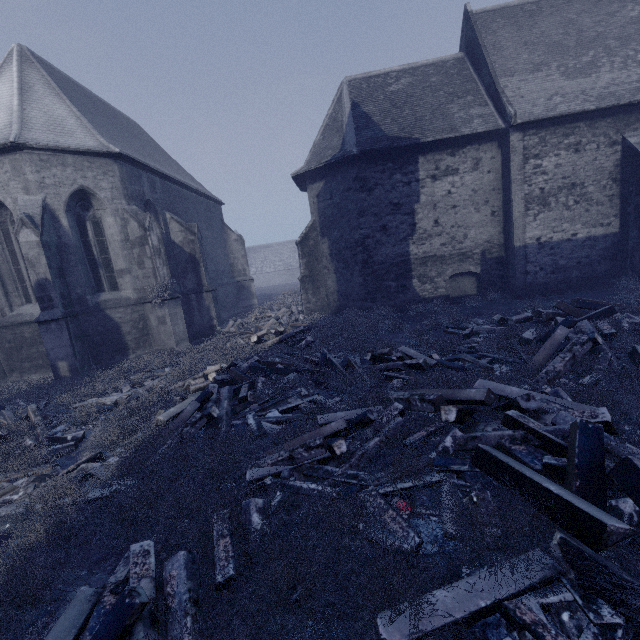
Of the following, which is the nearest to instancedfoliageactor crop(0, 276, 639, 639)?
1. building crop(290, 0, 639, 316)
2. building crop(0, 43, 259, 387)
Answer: building crop(0, 43, 259, 387)

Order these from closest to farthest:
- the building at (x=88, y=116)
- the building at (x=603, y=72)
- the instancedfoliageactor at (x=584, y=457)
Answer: the instancedfoliageactor at (x=584, y=457), the building at (x=88, y=116), the building at (x=603, y=72)

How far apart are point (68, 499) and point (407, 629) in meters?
4.2

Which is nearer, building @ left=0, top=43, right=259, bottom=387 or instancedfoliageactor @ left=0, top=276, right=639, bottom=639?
instancedfoliageactor @ left=0, top=276, right=639, bottom=639

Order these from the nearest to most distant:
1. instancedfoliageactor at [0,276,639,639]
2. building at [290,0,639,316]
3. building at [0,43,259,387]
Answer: instancedfoliageactor at [0,276,639,639] → building at [0,43,259,387] → building at [290,0,639,316]

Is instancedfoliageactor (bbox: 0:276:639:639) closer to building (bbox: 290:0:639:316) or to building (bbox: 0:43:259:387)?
building (bbox: 0:43:259:387)

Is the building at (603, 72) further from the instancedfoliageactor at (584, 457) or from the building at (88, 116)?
the instancedfoliageactor at (584, 457)
